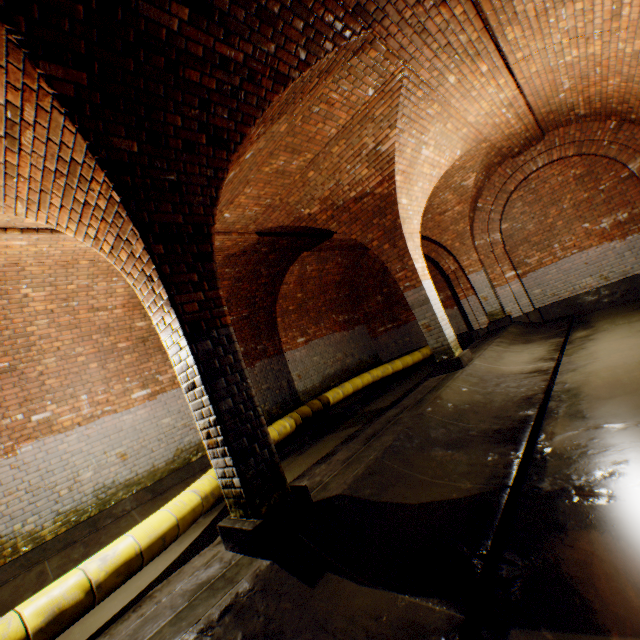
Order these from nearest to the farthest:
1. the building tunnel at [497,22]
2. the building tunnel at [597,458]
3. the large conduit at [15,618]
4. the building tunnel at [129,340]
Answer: the building tunnel at [597,458], the large conduit at [15,618], the building tunnel at [497,22], the building tunnel at [129,340]

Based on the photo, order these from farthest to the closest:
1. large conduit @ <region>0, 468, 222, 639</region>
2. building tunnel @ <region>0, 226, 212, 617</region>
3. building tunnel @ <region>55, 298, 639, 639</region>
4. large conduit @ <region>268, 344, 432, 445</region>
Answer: large conduit @ <region>268, 344, 432, 445</region> → building tunnel @ <region>0, 226, 212, 617</region> → large conduit @ <region>0, 468, 222, 639</region> → building tunnel @ <region>55, 298, 639, 639</region>

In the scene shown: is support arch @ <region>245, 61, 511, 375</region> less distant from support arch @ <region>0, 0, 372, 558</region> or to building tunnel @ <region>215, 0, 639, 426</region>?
building tunnel @ <region>215, 0, 639, 426</region>

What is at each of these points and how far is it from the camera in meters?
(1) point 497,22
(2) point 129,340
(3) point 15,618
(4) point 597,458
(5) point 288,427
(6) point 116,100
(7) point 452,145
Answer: (1) building tunnel, 4.1 m
(2) building tunnel, 6.9 m
(3) large conduit, 2.7 m
(4) building tunnel, 2.8 m
(5) large conduit, 7.5 m
(6) support arch, 2.5 m
(7) support arch, 6.6 m

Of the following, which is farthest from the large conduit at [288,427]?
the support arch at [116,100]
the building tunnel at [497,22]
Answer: the support arch at [116,100]

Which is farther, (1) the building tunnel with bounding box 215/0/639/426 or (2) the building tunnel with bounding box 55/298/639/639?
(1) the building tunnel with bounding box 215/0/639/426

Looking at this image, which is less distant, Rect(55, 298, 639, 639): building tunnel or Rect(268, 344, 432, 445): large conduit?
Rect(55, 298, 639, 639): building tunnel

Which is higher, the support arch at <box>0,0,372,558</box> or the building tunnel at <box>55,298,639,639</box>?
the support arch at <box>0,0,372,558</box>
